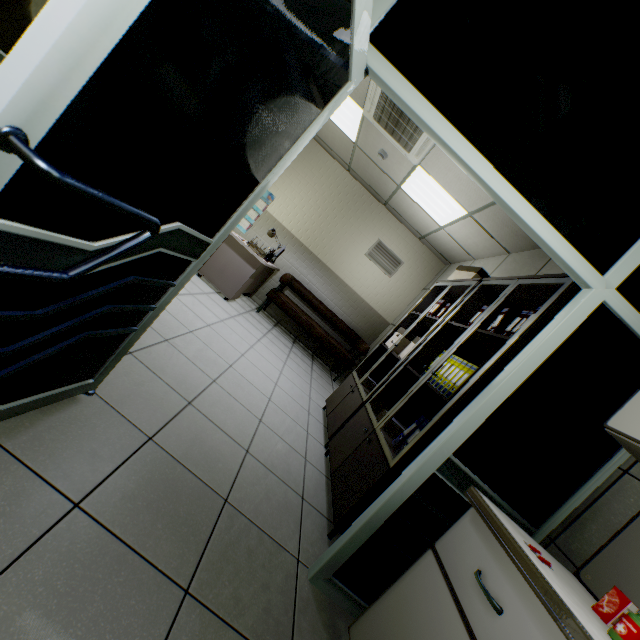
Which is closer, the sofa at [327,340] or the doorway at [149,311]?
the doorway at [149,311]

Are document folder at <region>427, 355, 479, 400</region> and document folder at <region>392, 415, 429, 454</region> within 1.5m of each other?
yes

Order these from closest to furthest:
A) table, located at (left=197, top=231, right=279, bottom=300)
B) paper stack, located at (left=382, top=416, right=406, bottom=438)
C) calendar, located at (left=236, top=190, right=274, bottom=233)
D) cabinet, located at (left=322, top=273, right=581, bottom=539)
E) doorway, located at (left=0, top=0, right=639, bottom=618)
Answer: doorway, located at (left=0, top=0, right=639, bottom=618), cabinet, located at (left=322, top=273, right=581, bottom=539), paper stack, located at (left=382, top=416, right=406, bottom=438), table, located at (left=197, top=231, right=279, bottom=300), calendar, located at (left=236, top=190, right=274, bottom=233)

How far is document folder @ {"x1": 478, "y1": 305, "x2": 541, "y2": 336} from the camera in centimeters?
227cm

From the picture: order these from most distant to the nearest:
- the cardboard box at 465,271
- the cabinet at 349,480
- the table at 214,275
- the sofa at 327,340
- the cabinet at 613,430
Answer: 1. the sofa at 327,340
2. the table at 214,275
3. the cardboard box at 465,271
4. the cabinet at 349,480
5. the cabinet at 613,430

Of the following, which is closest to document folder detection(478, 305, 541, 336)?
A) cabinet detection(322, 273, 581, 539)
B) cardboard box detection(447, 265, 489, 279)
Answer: cabinet detection(322, 273, 581, 539)

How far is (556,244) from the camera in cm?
147

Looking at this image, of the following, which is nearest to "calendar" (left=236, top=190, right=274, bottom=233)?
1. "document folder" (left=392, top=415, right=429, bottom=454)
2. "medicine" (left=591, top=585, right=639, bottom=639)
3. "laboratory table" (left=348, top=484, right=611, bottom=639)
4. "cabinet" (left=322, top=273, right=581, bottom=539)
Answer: "cabinet" (left=322, top=273, right=581, bottom=539)
